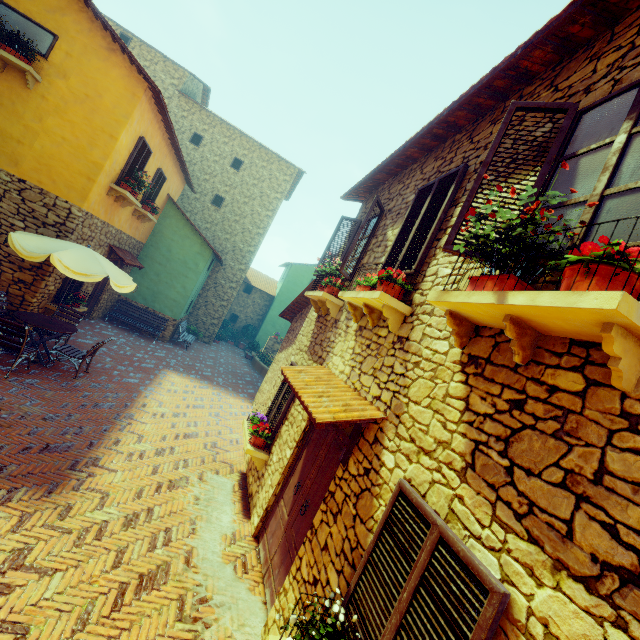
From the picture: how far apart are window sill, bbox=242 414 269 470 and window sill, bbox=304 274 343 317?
2.8 meters

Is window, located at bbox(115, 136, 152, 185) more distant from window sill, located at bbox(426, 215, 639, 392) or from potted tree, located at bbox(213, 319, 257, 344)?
potted tree, located at bbox(213, 319, 257, 344)

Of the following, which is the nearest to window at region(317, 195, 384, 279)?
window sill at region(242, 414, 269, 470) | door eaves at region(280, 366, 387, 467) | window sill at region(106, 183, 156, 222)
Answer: window sill at region(106, 183, 156, 222)

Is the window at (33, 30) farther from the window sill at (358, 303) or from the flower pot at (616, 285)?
the flower pot at (616, 285)

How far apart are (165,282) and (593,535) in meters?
16.0 m

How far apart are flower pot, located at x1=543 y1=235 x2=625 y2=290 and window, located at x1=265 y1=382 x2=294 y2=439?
5.0m

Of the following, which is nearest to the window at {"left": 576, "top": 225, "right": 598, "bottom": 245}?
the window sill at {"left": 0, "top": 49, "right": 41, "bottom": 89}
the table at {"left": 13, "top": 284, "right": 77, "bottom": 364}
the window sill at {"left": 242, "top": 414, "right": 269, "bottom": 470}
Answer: the window sill at {"left": 0, "top": 49, "right": 41, "bottom": 89}

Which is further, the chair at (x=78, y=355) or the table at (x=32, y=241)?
the chair at (x=78, y=355)
